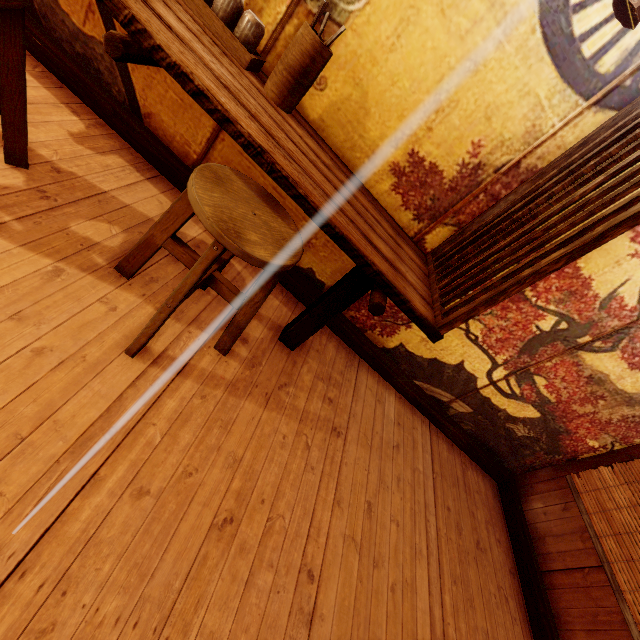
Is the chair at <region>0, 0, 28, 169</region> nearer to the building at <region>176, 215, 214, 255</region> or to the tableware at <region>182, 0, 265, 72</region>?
the building at <region>176, 215, 214, 255</region>

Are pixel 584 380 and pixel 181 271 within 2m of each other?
no

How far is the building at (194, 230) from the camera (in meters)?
3.55

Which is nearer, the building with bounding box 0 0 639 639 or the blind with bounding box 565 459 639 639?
the building with bounding box 0 0 639 639

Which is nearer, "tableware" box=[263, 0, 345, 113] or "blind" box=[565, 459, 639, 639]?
"tableware" box=[263, 0, 345, 113]

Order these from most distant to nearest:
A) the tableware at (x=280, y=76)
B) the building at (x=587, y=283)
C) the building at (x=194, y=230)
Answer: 1. the building at (x=194, y=230)
2. the tableware at (x=280, y=76)
3. the building at (x=587, y=283)

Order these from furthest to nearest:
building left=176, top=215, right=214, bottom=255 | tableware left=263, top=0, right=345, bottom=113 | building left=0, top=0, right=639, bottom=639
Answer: building left=176, top=215, right=214, bottom=255 → tableware left=263, top=0, right=345, bottom=113 → building left=0, top=0, right=639, bottom=639

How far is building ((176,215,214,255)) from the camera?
3.6 meters
